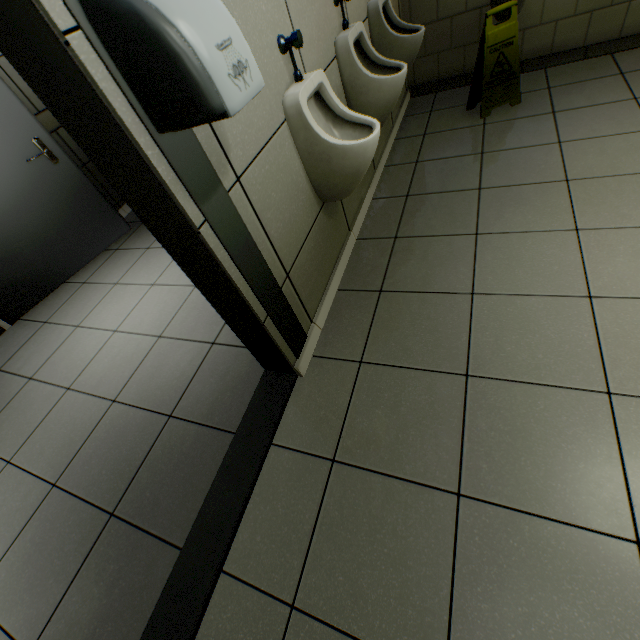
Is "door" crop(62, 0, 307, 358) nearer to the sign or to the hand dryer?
the hand dryer

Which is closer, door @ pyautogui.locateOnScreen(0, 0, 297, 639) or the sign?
door @ pyautogui.locateOnScreen(0, 0, 297, 639)

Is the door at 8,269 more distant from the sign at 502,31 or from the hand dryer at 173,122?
the sign at 502,31

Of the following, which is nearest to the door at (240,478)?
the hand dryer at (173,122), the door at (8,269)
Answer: the hand dryer at (173,122)

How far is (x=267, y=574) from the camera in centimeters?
120cm

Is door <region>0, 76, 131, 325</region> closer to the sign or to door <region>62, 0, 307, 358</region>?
door <region>62, 0, 307, 358</region>

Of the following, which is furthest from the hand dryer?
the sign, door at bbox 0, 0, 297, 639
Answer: the sign

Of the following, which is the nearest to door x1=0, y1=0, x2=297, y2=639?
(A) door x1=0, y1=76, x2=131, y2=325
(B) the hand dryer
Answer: (B) the hand dryer
